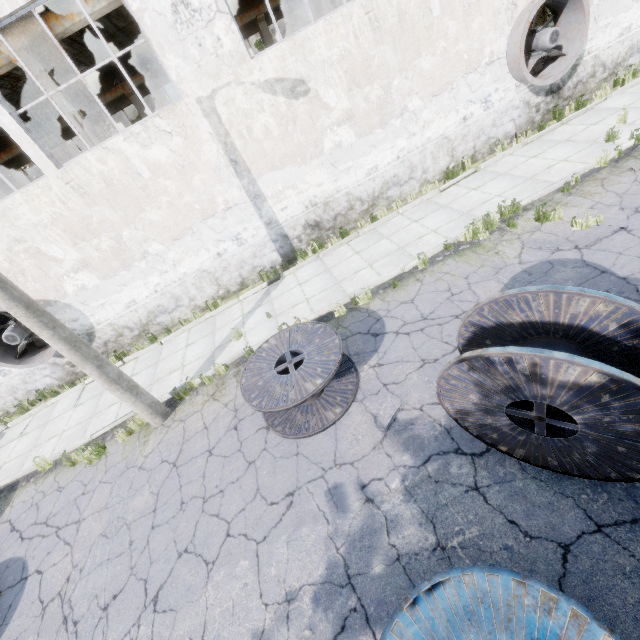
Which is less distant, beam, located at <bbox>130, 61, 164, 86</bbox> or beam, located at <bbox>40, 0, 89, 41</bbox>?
beam, located at <bbox>40, 0, 89, 41</bbox>

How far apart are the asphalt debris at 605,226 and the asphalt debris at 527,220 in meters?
0.1 m

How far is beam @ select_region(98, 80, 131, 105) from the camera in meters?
19.1 m

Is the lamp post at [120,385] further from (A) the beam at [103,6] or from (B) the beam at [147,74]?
(B) the beam at [147,74]

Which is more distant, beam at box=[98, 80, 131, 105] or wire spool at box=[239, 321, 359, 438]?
beam at box=[98, 80, 131, 105]

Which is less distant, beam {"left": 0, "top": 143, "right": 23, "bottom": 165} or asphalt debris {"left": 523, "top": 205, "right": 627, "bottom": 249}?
asphalt debris {"left": 523, "top": 205, "right": 627, "bottom": 249}

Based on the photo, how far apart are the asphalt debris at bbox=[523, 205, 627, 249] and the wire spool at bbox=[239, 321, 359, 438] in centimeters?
439cm

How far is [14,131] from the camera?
Answer: 7.7 meters
